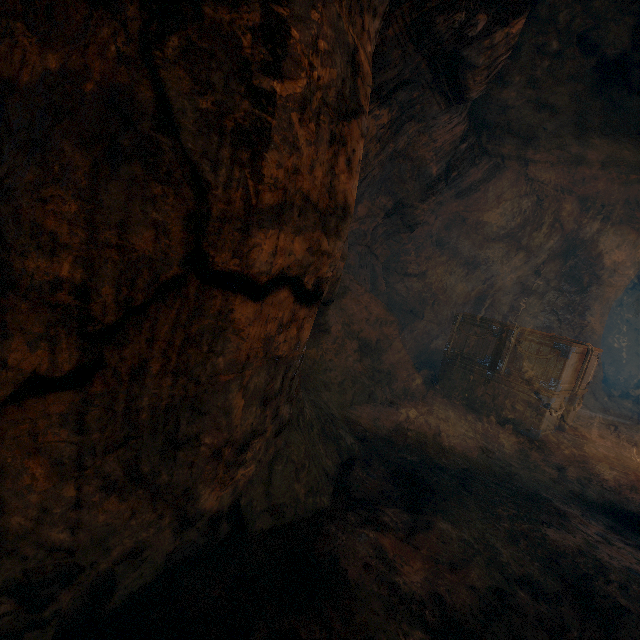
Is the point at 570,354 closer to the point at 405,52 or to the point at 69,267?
the point at 405,52

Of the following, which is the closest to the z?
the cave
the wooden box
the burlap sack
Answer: the burlap sack

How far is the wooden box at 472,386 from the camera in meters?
5.4

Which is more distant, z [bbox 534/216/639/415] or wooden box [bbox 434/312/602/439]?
z [bbox 534/216/639/415]

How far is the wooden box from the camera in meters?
5.4 m

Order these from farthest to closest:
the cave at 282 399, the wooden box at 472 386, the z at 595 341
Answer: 1. the z at 595 341
2. the wooden box at 472 386
3. the cave at 282 399

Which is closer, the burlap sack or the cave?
the cave

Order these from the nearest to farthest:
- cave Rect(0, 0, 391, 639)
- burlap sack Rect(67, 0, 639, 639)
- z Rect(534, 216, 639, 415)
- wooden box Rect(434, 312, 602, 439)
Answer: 1. cave Rect(0, 0, 391, 639)
2. burlap sack Rect(67, 0, 639, 639)
3. wooden box Rect(434, 312, 602, 439)
4. z Rect(534, 216, 639, 415)
